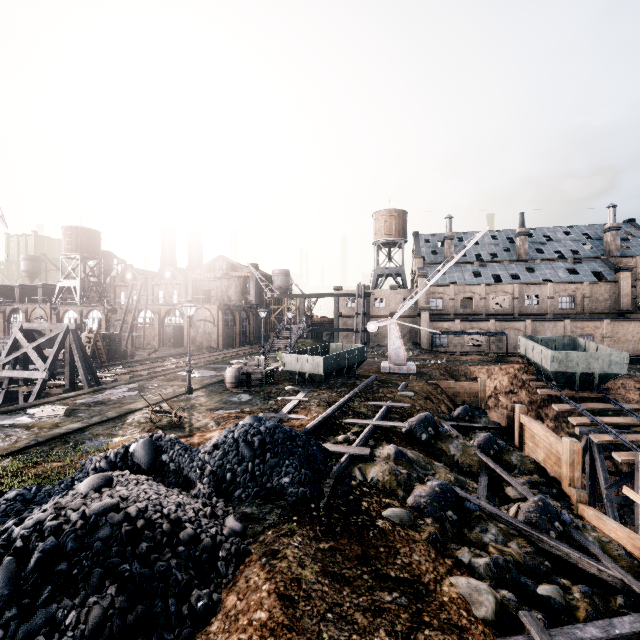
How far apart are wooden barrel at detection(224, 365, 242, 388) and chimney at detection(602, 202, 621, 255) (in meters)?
58.58

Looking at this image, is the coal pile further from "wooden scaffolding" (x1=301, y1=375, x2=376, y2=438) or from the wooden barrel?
the wooden barrel

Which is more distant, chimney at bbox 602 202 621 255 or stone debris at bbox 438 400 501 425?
chimney at bbox 602 202 621 255

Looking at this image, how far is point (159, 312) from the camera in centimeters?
5850cm

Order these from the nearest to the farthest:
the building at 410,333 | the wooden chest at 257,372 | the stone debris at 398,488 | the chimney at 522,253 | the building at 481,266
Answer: the stone debris at 398,488 < the wooden chest at 257,372 < the building at 481,266 < the building at 410,333 < the chimney at 522,253

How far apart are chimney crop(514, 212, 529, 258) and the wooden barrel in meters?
50.2 m

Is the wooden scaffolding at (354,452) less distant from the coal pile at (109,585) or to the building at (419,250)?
the coal pile at (109,585)

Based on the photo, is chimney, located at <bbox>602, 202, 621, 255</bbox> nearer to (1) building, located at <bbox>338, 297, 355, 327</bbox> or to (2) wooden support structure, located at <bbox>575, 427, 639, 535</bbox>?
(1) building, located at <bbox>338, 297, 355, 327</bbox>
